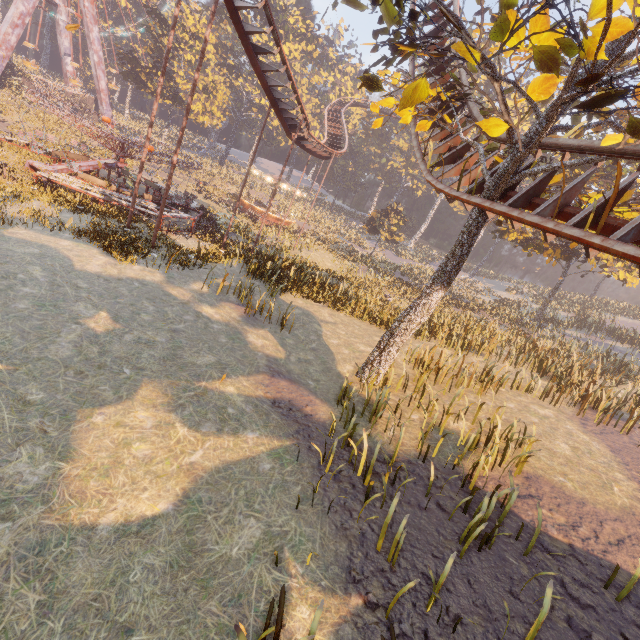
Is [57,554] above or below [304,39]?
below

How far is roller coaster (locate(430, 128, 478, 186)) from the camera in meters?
10.7

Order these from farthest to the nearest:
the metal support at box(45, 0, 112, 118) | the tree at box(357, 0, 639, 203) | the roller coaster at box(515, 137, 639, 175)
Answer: the metal support at box(45, 0, 112, 118) < the roller coaster at box(515, 137, 639, 175) < the tree at box(357, 0, 639, 203)

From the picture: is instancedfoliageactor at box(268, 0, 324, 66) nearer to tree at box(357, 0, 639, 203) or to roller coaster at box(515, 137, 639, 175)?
roller coaster at box(515, 137, 639, 175)

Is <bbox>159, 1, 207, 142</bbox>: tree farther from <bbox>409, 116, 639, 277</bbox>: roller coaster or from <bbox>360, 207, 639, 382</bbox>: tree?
<bbox>360, 207, 639, 382</bbox>: tree

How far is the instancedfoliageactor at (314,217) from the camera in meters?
16.9 m
